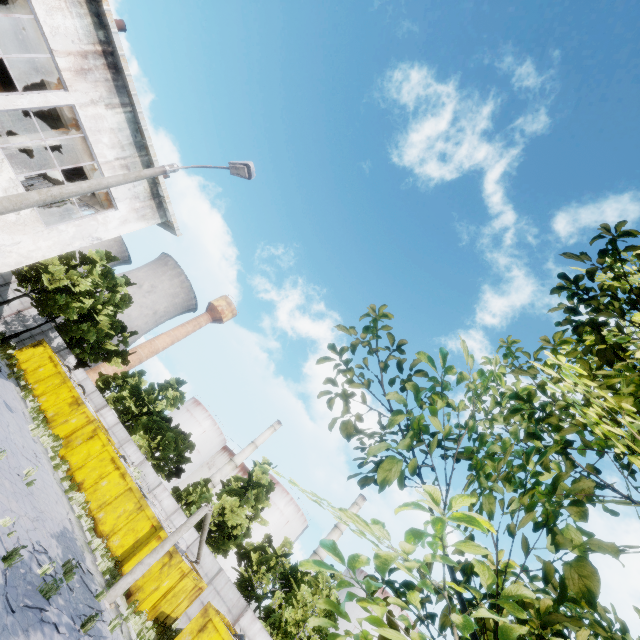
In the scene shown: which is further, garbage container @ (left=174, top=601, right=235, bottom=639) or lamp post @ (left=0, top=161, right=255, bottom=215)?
garbage container @ (left=174, top=601, right=235, bottom=639)

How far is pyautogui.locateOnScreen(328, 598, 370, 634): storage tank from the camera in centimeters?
4088cm

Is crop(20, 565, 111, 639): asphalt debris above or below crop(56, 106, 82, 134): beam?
below

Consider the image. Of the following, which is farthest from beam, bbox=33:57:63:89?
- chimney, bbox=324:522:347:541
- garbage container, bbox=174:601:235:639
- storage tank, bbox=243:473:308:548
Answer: chimney, bbox=324:522:347:541

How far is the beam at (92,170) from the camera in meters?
14.5

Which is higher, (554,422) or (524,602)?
(554,422)
